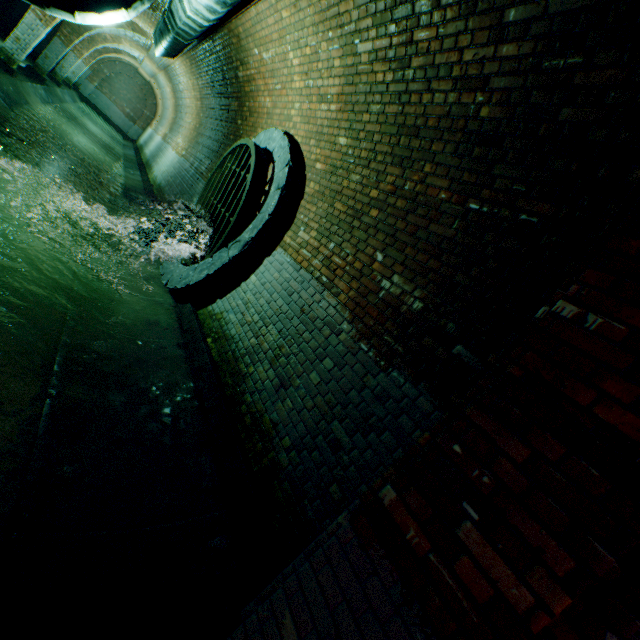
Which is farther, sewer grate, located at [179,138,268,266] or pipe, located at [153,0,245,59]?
sewer grate, located at [179,138,268,266]

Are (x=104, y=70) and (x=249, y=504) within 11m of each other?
no

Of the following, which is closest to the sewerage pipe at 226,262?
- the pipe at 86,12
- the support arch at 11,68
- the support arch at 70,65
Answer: the pipe at 86,12

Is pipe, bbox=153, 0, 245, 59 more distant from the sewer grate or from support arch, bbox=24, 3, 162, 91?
support arch, bbox=24, 3, 162, 91

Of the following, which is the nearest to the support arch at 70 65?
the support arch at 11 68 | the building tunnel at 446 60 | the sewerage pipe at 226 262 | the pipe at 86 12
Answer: the building tunnel at 446 60

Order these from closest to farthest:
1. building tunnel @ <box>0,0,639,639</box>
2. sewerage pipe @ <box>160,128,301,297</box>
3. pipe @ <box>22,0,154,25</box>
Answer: building tunnel @ <box>0,0,639,639</box> < pipe @ <box>22,0,154,25</box> < sewerage pipe @ <box>160,128,301,297</box>

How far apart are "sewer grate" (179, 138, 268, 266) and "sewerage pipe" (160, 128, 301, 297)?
0.0 meters

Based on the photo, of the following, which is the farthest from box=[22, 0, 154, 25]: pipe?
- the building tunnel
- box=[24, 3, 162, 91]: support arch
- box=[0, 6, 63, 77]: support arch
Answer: box=[24, 3, 162, 91]: support arch
